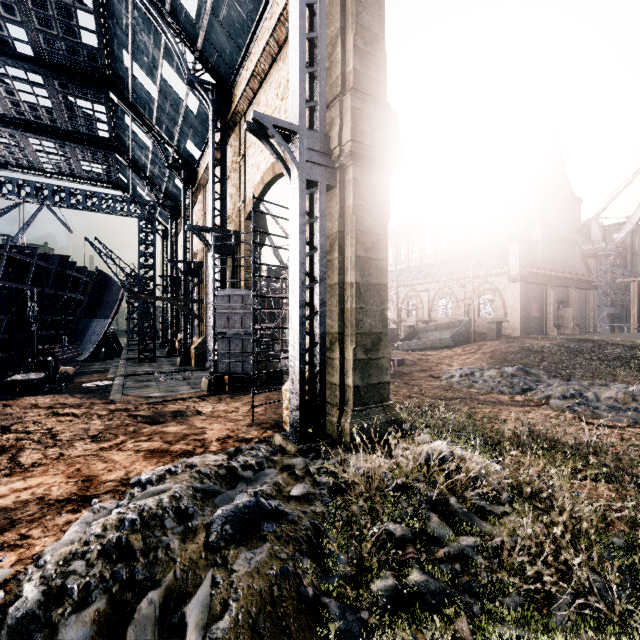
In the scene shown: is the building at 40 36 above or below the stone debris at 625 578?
above

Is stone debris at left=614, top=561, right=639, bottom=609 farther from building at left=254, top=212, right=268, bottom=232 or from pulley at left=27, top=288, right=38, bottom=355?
pulley at left=27, top=288, right=38, bottom=355

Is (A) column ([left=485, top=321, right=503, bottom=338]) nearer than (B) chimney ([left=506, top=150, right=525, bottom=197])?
Yes

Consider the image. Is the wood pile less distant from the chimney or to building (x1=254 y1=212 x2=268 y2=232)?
building (x1=254 y1=212 x2=268 y2=232)

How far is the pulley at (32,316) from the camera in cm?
1978

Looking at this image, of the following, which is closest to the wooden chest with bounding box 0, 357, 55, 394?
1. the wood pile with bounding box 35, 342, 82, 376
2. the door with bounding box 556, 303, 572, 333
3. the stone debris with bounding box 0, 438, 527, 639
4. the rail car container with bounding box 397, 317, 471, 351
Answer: the wood pile with bounding box 35, 342, 82, 376

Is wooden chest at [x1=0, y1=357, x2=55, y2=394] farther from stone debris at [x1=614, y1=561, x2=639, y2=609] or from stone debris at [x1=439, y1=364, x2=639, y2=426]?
stone debris at [x1=439, y1=364, x2=639, y2=426]

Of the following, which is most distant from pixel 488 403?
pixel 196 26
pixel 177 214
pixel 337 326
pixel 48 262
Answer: pixel 177 214
